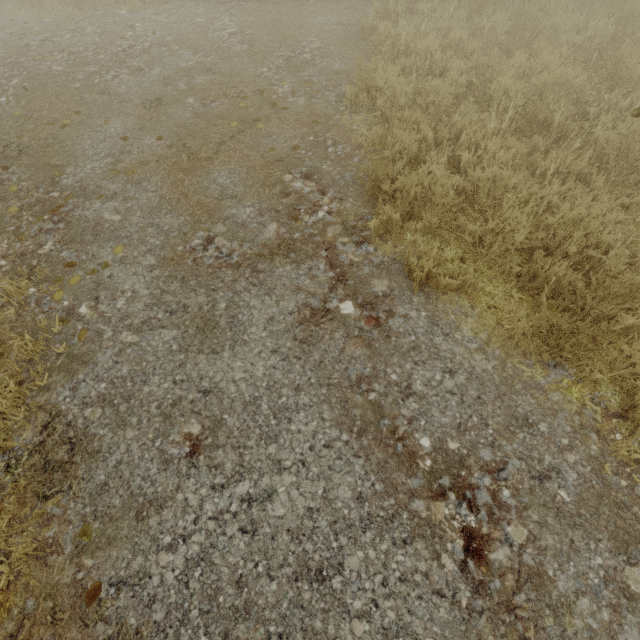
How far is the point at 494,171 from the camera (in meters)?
3.38
